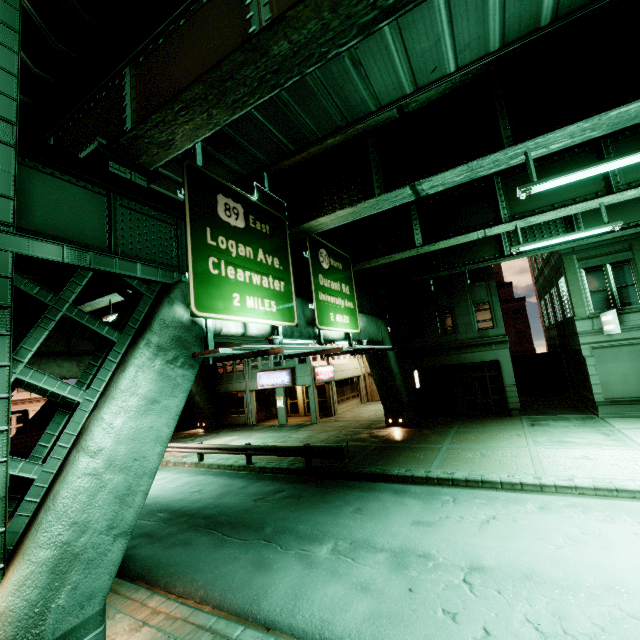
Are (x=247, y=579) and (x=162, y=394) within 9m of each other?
yes

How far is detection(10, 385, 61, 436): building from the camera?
41.4m

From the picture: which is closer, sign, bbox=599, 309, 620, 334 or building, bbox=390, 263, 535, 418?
sign, bbox=599, 309, 620, 334

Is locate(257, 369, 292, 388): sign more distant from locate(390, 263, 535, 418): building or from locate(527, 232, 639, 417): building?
locate(527, 232, 639, 417): building

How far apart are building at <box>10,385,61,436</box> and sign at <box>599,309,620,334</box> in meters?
60.2

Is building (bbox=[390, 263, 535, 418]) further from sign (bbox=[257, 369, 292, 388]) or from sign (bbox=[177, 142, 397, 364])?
sign (bbox=[177, 142, 397, 364])

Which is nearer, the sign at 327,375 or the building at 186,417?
the sign at 327,375

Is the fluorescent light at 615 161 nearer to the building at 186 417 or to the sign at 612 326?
the sign at 612 326
